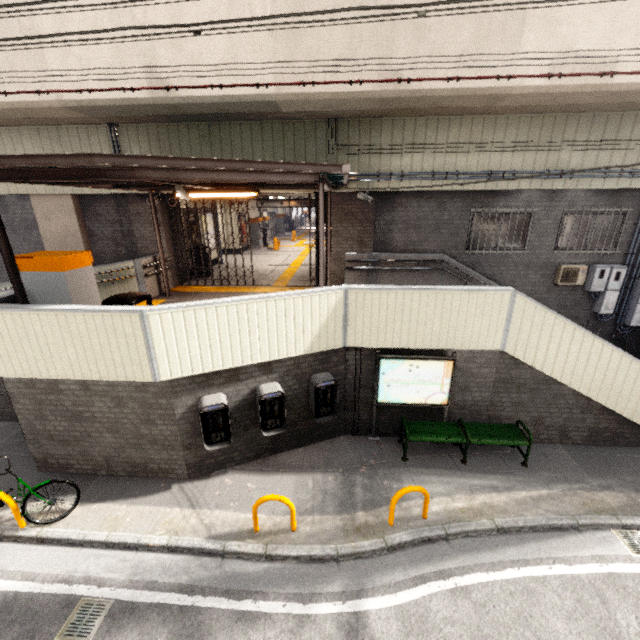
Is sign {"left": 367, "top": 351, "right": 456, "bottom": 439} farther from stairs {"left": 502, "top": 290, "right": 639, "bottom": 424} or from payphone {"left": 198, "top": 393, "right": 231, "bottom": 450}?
payphone {"left": 198, "top": 393, "right": 231, "bottom": 450}

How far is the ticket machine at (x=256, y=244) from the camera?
19.64m

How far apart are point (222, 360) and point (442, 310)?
4.0m

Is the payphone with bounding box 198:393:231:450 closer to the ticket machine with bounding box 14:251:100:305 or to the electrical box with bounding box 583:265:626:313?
the ticket machine with bounding box 14:251:100:305

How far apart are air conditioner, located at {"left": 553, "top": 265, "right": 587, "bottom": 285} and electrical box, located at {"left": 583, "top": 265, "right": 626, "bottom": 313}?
0.1m

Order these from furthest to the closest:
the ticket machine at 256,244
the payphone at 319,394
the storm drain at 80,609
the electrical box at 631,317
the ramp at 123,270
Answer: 1. the ticket machine at 256,244
2. the electrical box at 631,317
3. the ramp at 123,270
4. the payphone at 319,394
5. the storm drain at 80,609

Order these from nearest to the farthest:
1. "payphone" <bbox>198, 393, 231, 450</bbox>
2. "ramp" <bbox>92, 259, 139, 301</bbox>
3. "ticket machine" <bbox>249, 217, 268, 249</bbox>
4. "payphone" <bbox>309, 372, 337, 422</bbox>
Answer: "payphone" <bbox>198, 393, 231, 450</bbox>, "payphone" <bbox>309, 372, 337, 422</bbox>, "ramp" <bbox>92, 259, 139, 301</bbox>, "ticket machine" <bbox>249, 217, 268, 249</bbox>

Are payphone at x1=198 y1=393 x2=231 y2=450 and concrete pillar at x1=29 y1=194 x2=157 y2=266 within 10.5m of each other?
yes
